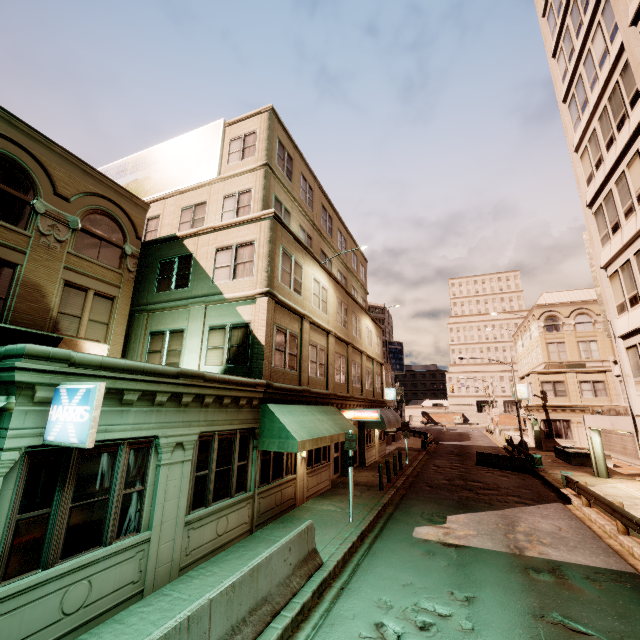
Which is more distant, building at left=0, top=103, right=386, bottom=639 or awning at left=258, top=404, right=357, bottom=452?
awning at left=258, top=404, right=357, bottom=452

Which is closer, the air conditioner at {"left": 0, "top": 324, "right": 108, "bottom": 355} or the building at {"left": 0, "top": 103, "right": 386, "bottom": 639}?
the building at {"left": 0, "top": 103, "right": 386, "bottom": 639}

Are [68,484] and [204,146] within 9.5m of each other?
no

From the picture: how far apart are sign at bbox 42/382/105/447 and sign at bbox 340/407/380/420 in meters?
14.8

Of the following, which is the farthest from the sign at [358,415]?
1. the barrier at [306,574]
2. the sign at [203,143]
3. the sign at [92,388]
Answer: the sign at [92,388]

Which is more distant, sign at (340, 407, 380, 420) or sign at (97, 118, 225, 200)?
sign at (340, 407, 380, 420)

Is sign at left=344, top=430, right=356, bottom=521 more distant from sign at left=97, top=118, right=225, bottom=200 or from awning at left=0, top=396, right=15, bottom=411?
sign at left=97, top=118, right=225, bottom=200

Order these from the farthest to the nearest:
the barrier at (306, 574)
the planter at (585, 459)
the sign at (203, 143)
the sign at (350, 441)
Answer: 1. the planter at (585, 459)
2. the sign at (203, 143)
3. the sign at (350, 441)
4. the barrier at (306, 574)
